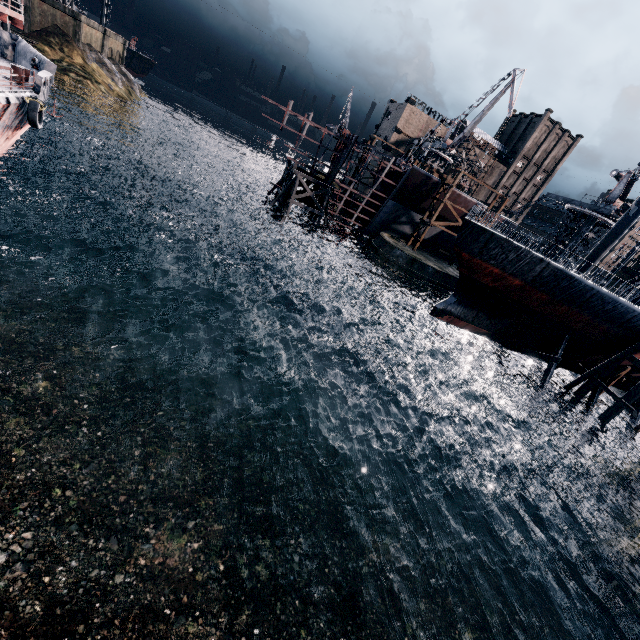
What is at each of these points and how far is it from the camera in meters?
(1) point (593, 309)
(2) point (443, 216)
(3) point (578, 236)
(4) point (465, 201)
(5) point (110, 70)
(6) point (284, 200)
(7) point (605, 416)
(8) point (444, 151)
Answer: (1) ship, 23.0
(2) ship construction, 46.3
(3) crane, 44.8
(4) ship construction, 44.7
(5) stone debris, 58.8
(6) wooden support structure, 45.0
(7) wooden scaffolding, 23.9
(8) crane, 59.9

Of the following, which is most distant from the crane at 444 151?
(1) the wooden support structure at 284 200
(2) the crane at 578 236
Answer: (1) the wooden support structure at 284 200

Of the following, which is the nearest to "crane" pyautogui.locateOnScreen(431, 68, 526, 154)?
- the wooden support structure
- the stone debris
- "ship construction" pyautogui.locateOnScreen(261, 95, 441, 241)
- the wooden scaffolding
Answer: "ship construction" pyautogui.locateOnScreen(261, 95, 441, 241)

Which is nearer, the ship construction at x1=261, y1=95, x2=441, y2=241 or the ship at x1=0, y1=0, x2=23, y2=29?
the ship at x1=0, y1=0, x2=23, y2=29

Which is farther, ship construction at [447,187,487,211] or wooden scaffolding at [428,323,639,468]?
ship construction at [447,187,487,211]

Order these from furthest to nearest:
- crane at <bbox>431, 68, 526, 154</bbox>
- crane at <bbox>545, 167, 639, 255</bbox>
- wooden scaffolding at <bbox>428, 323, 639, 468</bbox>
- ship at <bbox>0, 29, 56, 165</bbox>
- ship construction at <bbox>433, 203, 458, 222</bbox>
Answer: crane at <bbox>431, 68, 526, 154</bbox>, ship construction at <bbox>433, 203, 458, 222</bbox>, crane at <bbox>545, 167, 639, 255</bbox>, wooden scaffolding at <bbox>428, 323, 639, 468</bbox>, ship at <bbox>0, 29, 56, 165</bbox>

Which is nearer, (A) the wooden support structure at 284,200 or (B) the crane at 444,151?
(A) the wooden support structure at 284,200
